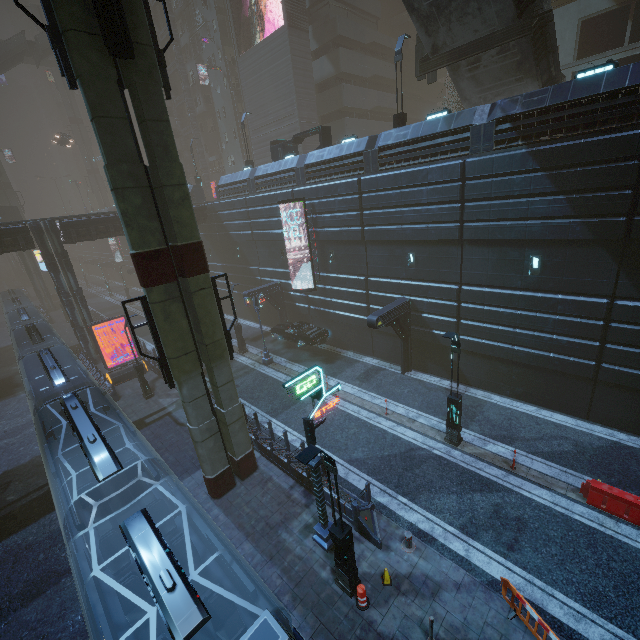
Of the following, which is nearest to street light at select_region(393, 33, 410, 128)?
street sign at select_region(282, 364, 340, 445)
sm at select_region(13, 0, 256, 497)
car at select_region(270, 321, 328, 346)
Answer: car at select_region(270, 321, 328, 346)

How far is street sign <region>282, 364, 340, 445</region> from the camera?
8.9 meters

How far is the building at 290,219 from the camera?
23.30m

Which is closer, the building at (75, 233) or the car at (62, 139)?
the building at (75, 233)

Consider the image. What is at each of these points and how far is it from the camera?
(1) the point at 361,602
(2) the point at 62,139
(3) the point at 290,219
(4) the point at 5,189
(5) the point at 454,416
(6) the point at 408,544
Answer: (1) traffic cone, 9.1 meters
(2) car, 45.4 meters
(3) building, 23.9 meters
(4) sm, 49.2 meters
(5) street light, 14.2 meters
(6) bollard, 10.5 meters

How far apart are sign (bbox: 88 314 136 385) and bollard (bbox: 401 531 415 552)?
21.8m

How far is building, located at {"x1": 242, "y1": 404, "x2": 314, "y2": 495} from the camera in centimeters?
1308cm

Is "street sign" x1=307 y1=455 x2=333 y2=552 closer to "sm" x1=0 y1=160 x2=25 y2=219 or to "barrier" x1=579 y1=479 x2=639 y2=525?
"sm" x1=0 y1=160 x2=25 y2=219
